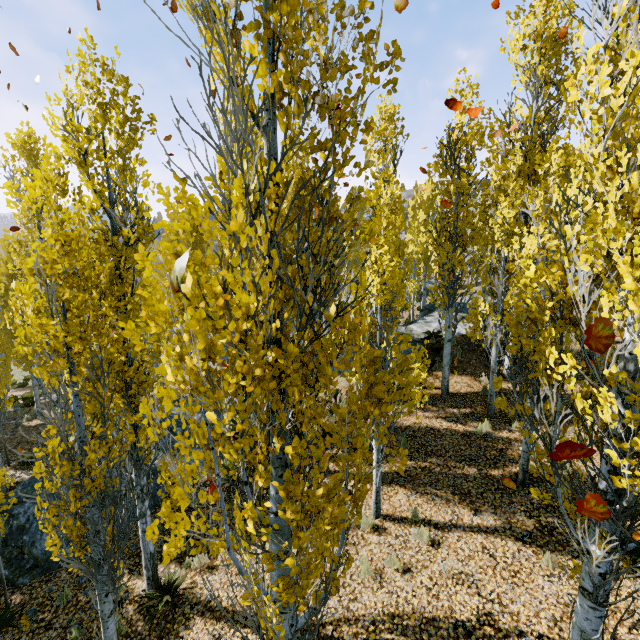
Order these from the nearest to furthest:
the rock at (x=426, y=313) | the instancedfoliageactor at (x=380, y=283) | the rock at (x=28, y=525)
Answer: the instancedfoliageactor at (x=380, y=283)
the rock at (x=28, y=525)
the rock at (x=426, y=313)

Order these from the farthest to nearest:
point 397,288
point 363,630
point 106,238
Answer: point 397,288
point 363,630
point 106,238

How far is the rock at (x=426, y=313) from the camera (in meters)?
16.22

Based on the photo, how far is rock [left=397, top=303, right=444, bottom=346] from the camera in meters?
16.2

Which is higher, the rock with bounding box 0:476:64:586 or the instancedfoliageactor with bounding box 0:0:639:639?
the instancedfoliageactor with bounding box 0:0:639:639

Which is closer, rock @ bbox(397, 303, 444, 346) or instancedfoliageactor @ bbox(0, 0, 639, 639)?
instancedfoliageactor @ bbox(0, 0, 639, 639)

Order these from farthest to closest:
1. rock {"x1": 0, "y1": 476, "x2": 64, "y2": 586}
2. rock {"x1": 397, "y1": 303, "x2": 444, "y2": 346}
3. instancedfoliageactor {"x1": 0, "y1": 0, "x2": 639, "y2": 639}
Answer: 1. rock {"x1": 397, "y1": 303, "x2": 444, "y2": 346}
2. rock {"x1": 0, "y1": 476, "x2": 64, "y2": 586}
3. instancedfoliageactor {"x1": 0, "y1": 0, "x2": 639, "y2": 639}

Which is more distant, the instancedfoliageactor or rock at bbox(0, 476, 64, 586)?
rock at bbox(0, 476, 64, 586)
